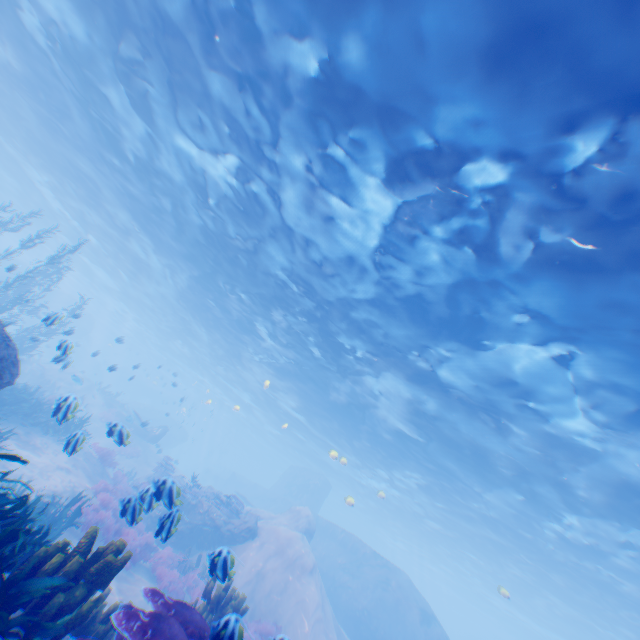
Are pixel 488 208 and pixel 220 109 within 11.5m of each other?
yes

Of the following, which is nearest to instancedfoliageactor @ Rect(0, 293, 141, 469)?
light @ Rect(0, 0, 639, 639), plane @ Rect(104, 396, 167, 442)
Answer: light @ Rect(0, 0, 639, 639)

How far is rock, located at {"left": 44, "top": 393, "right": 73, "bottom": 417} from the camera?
6.67m

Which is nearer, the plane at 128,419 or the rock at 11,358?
the rock at 11,358

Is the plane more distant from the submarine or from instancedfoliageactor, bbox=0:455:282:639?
instancedfoliageactor, bbox=0:455:282:639

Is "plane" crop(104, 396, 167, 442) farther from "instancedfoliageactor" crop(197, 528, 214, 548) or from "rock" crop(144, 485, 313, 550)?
"instancedfoliageactor" crop(197, 528, 214, 548)

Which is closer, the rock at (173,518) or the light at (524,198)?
the rock at (173,518)
